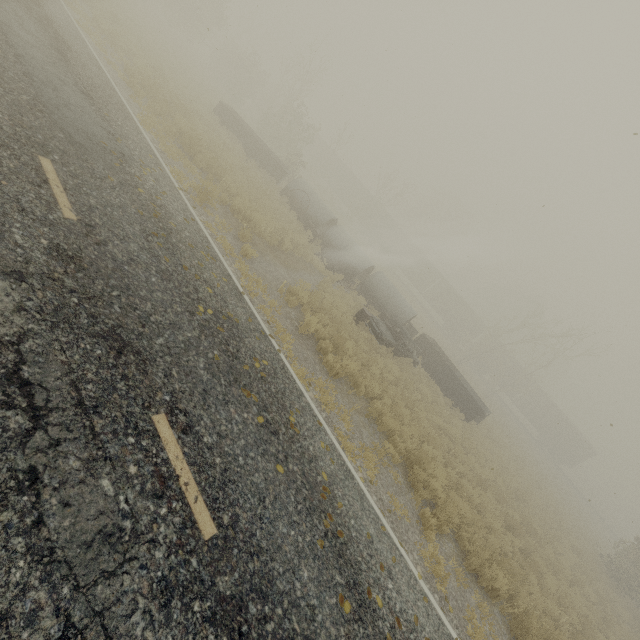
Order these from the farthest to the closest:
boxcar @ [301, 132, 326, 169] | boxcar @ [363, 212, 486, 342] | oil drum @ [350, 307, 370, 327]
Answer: boxcar @ [301, 132, 326, 169] → boxcar @ [363, 212, 486, 342] → oil drum @ [350, 307, 370, 327]

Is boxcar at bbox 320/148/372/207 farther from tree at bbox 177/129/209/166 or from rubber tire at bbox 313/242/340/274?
rubber tire at bbox 313/242/340/274

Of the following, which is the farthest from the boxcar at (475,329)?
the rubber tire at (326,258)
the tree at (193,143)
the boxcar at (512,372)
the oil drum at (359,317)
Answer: the oil drum at (359,317)

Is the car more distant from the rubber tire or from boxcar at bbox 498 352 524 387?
boxcar at bbox 498 352 524 387

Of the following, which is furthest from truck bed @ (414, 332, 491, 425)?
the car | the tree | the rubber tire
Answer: the tree

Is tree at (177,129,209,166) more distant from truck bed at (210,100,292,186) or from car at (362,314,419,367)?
car at (362,314,419,367)

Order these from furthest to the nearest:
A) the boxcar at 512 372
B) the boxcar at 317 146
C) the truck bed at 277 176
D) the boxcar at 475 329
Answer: the boxcar at 317 146
the boxcar at 475 329
the boxcar at 512 372
the truck bed at 277 176

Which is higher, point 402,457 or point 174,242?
point 174,242
